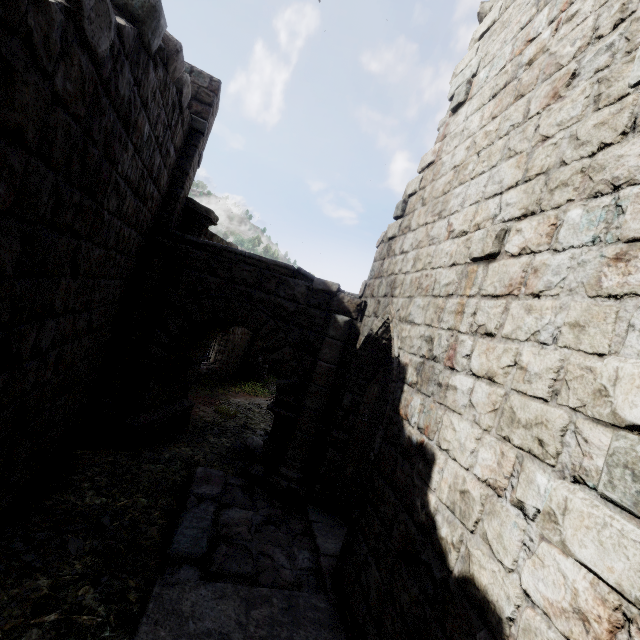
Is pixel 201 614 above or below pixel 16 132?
below

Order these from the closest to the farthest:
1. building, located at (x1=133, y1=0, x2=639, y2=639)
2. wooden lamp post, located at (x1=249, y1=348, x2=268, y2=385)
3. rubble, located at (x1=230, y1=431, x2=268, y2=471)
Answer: building, located at (x1=133, y1=0, x2=639, y2=639)
rubble, located at (x1=230, y1=431, x2=268, y2=471)
wooden lamp post, located at (x1=249, y1=348, x2=268, y2=385)

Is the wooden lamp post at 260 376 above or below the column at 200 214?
below

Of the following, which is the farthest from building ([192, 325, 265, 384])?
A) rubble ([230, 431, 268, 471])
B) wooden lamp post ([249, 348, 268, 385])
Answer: rubble ([230, 431, 268, 471])

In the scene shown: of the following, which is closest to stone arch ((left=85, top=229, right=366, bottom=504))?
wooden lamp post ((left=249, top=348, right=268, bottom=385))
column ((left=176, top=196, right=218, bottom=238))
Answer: column ((left=176, top=196, right=218, bottom=238))

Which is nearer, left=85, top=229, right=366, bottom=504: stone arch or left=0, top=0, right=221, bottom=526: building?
left=0, top=0, right=221, bottom=526: building

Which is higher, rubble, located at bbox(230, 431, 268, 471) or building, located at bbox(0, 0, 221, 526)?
building, located at bbox(0, 0, 221, 526)

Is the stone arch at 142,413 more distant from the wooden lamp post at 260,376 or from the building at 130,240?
the wooden lamp post at 260,376
